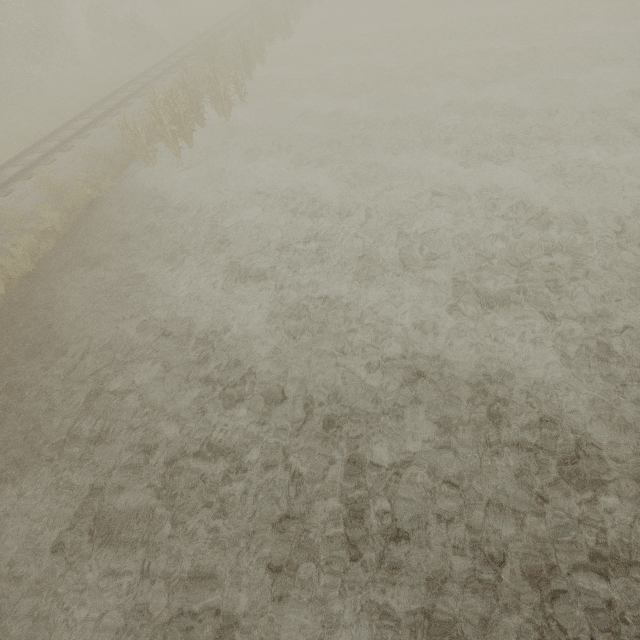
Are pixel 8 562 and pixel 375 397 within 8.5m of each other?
yes
